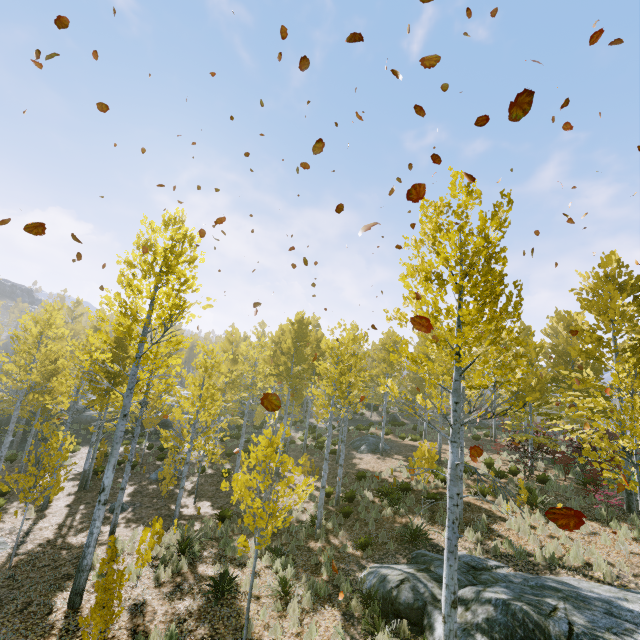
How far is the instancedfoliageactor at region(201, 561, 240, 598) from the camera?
8.0m

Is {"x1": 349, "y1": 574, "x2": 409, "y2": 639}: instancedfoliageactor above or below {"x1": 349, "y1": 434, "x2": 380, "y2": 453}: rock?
below

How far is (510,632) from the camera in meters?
5.8 m

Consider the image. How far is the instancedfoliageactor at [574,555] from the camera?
8.9m

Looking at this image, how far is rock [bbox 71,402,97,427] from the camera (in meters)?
27.39

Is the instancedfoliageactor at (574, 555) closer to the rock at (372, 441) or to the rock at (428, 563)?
the rock at (428, 563)

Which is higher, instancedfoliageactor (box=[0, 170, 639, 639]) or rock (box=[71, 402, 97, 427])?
instancedfoliageactor (box=[0, 170, 639, 639])
